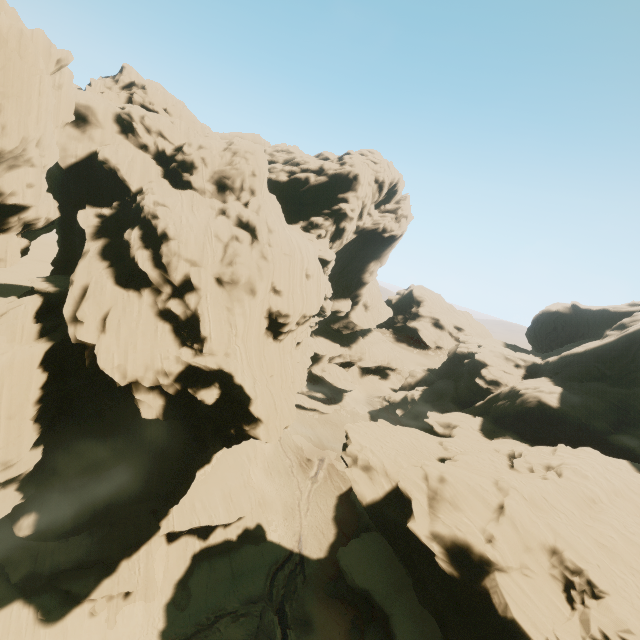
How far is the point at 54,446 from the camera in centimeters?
2623cm

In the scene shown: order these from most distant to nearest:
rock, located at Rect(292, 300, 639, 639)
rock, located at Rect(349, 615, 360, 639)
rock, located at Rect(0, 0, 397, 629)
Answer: rock, located at Rect(349, 615, 360, 639) < rock, located at Rect(0, 0, 397, 629) < rock, located at Rect(292, 300, 639, 639)

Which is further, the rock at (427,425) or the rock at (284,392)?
the rock at (284,392)

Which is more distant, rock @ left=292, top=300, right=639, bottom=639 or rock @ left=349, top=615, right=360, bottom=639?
rock @ left=349, top=615, right=360, bottom=639

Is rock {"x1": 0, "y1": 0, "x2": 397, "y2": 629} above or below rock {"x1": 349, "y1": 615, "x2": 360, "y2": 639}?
above
